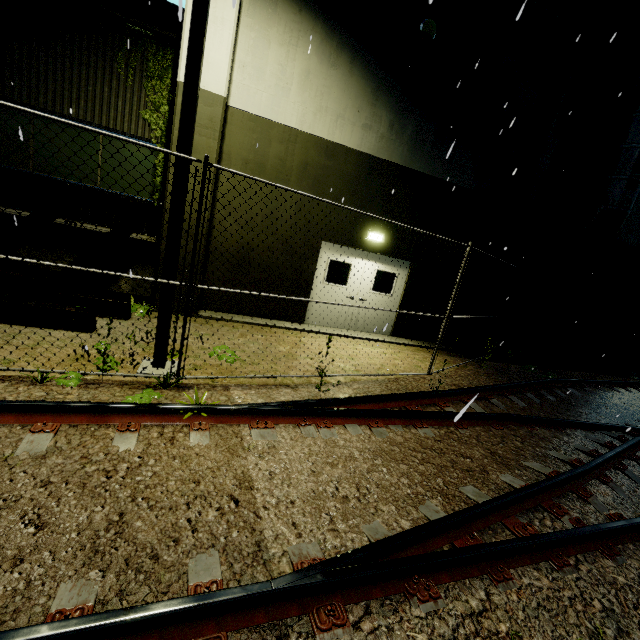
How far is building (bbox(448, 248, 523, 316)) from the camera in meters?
10.5

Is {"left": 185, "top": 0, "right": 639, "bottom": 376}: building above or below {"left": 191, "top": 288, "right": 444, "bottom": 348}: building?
above

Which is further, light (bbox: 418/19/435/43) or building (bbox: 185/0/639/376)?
light (bbox: 418/19/435/43)

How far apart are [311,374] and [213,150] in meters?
5.5 m

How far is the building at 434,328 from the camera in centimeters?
859cm

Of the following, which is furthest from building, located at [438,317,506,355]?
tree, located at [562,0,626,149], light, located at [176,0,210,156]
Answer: light, located at [176,0,210,156]

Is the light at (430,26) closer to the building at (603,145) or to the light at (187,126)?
the building at (603,145)
